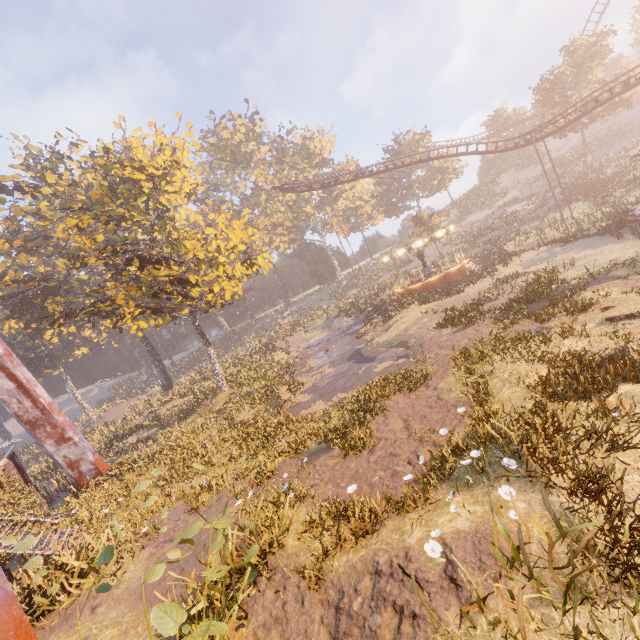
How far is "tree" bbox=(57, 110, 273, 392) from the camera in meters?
18.8

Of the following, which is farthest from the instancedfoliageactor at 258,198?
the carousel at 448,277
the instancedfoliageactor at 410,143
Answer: the instancedfoliageactor at 410,143

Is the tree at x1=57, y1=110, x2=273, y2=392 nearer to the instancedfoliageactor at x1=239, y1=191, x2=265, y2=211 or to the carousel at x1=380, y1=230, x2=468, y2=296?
the instancedfoliageactor at x1=239, y1=191, x2=265, y2=211

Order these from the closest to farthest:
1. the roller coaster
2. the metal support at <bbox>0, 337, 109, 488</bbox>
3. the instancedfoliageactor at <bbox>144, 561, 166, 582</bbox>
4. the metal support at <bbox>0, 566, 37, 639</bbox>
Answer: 1. the instancedfoliageactor at <bbox>144, 561, 166, 582</bbox>
2. the metal support at <bbox>0, 566, 37, 639</bbox>
3. the metal support at <bbox>0, 337, 109, 488</bbox>
4. the roller coaster

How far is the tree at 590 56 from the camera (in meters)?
37.00

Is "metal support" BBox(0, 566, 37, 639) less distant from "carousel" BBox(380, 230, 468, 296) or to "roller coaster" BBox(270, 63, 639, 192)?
"carousel" BBox(380, 230, 468, 296)

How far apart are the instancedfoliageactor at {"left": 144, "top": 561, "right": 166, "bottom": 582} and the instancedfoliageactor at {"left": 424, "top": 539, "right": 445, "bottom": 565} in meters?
3.7 m

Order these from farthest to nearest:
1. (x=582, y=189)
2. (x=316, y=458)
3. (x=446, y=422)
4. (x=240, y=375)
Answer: (x=582, y=189) < (x=240, y=375) < (x=316, y=458) < (x=446, y=422)
